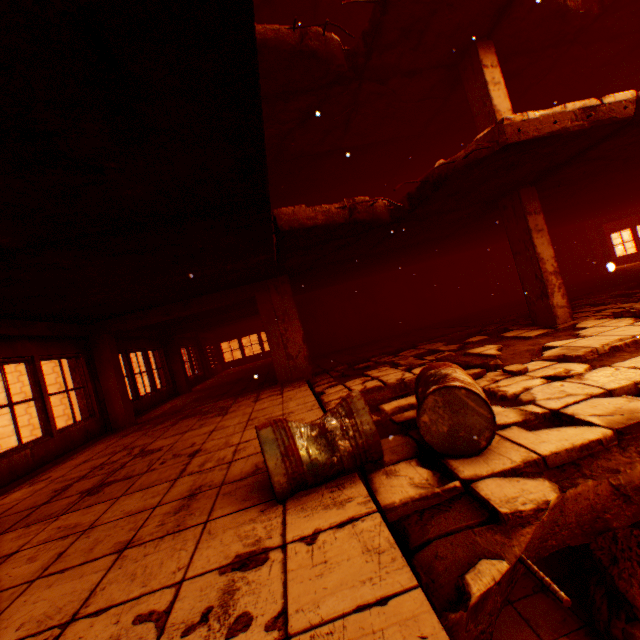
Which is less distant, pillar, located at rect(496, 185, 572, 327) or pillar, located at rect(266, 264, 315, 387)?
pillar, located at rect(496, 185, 572, 327)

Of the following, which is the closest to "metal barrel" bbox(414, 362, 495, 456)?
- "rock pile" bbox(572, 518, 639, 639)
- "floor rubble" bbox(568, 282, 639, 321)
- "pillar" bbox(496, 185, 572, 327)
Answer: "floor rubble" bbox(568, 282, 639, 321)

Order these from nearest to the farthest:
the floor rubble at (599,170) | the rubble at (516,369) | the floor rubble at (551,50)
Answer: the rubble at (516,369) < the floor rubble at (599,170) < the floor rubble at (551,50)

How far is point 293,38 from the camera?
5.2 meters

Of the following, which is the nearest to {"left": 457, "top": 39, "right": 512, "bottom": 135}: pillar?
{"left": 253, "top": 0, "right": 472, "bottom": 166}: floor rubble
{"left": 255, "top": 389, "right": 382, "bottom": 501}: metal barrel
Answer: {"left": 253, "top": 0, "right": 472, "bottom": 166}: floor rubble

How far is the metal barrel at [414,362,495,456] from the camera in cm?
229

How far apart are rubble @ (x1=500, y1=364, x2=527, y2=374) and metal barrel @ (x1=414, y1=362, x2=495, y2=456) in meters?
1.1 m

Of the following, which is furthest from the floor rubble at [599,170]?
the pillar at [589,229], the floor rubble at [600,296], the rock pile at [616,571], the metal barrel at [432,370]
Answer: the pillar at [589,229]
